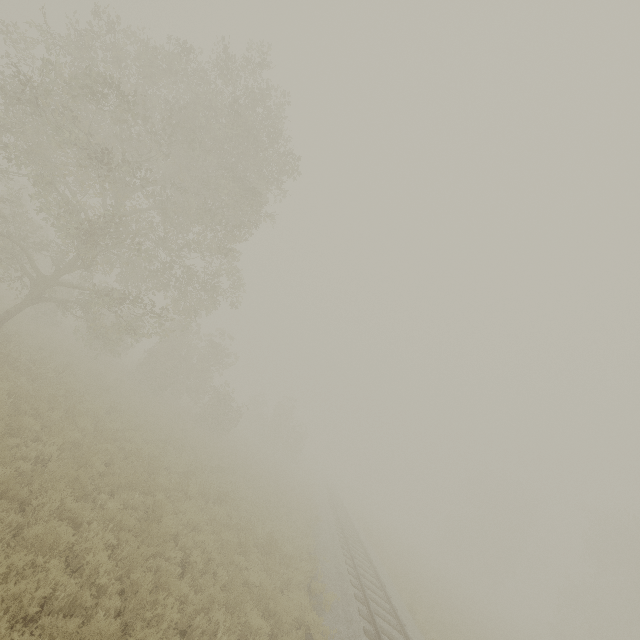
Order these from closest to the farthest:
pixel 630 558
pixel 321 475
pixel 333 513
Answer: pixel 333 513 < pixel 630 558 < pixel 321 475

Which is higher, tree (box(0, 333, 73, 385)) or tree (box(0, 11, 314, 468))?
tree (box(0, 11, 314, 468))

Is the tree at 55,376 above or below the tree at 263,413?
below
